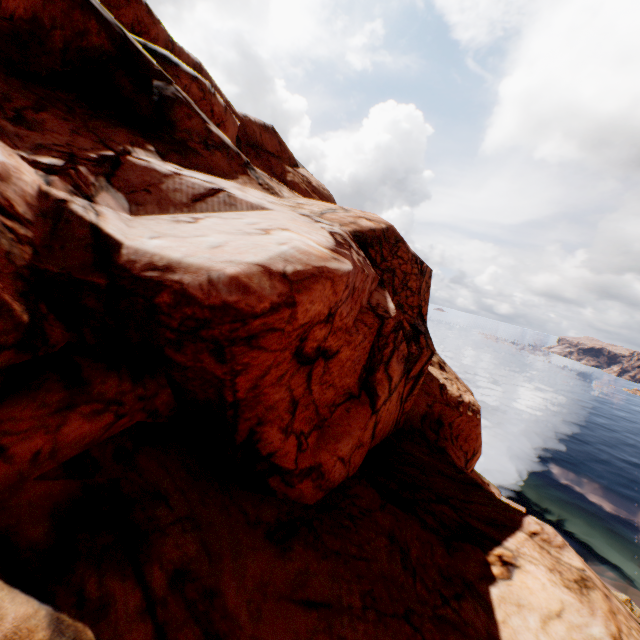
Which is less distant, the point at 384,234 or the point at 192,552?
the point at 192,552
